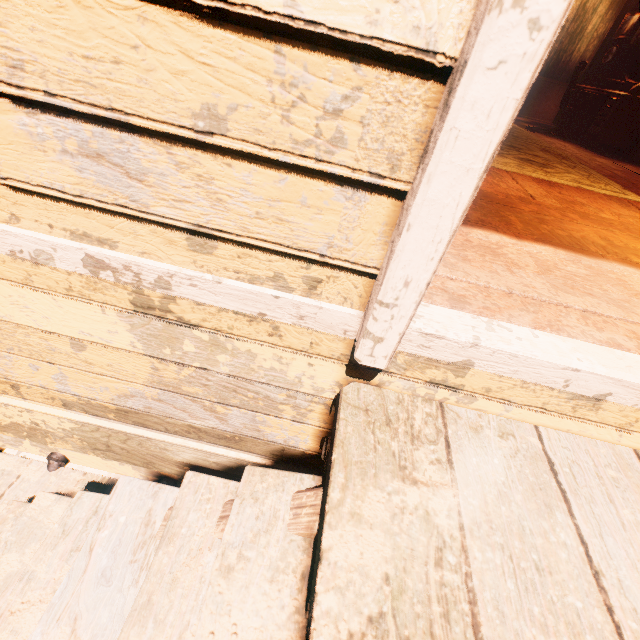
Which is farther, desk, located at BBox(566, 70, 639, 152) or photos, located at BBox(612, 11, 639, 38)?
photos, located at BBox(612, 11, 639, 38)

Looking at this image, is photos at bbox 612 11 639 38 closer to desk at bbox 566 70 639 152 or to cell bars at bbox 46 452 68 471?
desk at bbox 566 70 639 152

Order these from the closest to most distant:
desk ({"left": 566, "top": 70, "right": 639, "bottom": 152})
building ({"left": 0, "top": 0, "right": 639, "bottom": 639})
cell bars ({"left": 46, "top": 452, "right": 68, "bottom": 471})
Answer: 1. building ({"left": 0, "top": 0, "right": 639, "bottom": 639})
2. cell bars ({"left": 46, "top": 452, "right": 68, "bottom": 471})
3. desk ({"left": 566, "top": 70, "right": 639, "bottom": 152})

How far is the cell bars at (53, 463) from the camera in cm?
194

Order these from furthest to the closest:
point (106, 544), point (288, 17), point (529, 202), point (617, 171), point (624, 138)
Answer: point (624, 138) < point (617, 171) < point (529, 202) < point (106, 544) < point (288, 17)

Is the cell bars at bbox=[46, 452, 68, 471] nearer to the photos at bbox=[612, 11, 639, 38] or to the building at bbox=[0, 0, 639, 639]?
the building at bbox=[0, 0, 639, 639]

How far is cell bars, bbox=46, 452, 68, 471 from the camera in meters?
1.9 m

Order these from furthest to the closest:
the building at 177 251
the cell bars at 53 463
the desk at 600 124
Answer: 1. the desk at 600 124
2. the cell bars at 53 463
3. the building at 177 251
